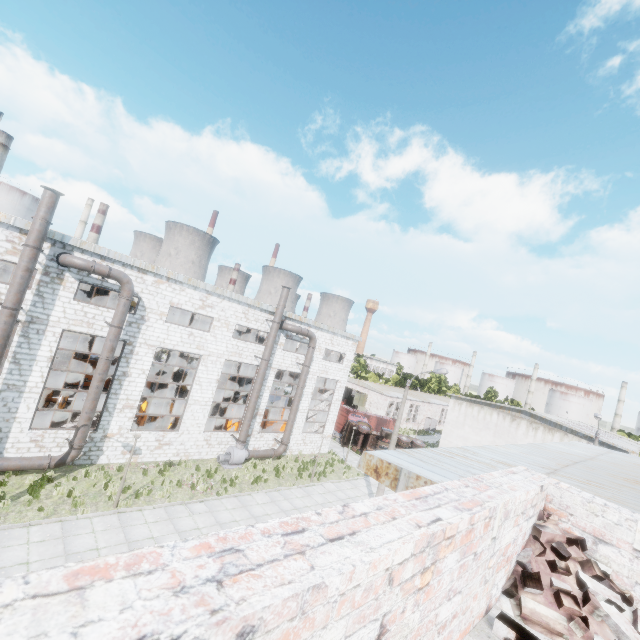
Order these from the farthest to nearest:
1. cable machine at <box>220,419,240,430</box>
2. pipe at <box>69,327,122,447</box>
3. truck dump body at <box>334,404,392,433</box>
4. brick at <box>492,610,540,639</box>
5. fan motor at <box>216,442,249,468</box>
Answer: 1. truck dump body at <box>334,404,392,433</box>
2. cable machine at <box>220,419,240,430</box>
3. fan motor at <box>216,442,249,468</box>
4. pipe at <box>69,327,122,447</box>
5. brick at <box>492,610,540,639</box>

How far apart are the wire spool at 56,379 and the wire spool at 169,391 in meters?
8.0

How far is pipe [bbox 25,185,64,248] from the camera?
13.80m

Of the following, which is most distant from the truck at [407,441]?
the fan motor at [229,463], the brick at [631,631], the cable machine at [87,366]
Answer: the brick at [631,631]

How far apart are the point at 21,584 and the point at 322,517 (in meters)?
0.91

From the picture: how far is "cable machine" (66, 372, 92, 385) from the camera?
27.5m

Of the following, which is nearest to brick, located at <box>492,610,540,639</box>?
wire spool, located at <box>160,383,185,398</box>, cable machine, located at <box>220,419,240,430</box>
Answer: cable machine, located at <box>220,419,240,430</box>

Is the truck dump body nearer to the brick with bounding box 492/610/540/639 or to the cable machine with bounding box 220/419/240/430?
the cable machine with bounding box 220/419/240/430
